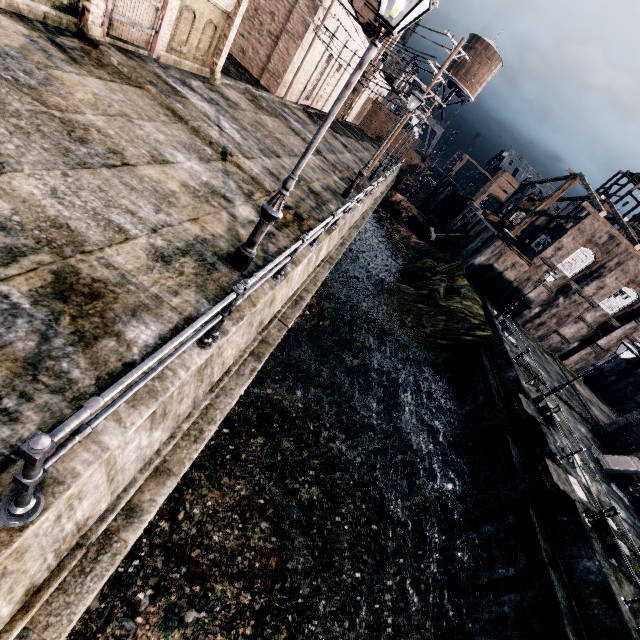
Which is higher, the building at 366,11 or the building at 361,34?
the building at 366,11

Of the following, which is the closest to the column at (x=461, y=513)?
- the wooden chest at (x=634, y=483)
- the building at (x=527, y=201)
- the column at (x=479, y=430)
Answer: the column at (x=479, y=430)

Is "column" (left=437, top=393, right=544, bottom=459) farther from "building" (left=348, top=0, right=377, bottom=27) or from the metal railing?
"building" (left=348, top=0, right=377, bottom=27)

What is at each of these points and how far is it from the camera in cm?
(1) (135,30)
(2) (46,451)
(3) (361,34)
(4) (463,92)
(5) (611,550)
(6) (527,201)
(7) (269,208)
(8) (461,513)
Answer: (1) building, 1235
(2) metal railing, 207
(3) building, 3272
(4) water tower, 5938
(5) bollard, 1255
(6) building, 5284
(7) street light, 622
(8) column, 1675

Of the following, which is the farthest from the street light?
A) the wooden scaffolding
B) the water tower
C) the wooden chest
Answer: the water tower

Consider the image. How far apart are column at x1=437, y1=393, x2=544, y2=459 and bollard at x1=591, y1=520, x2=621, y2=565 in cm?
488

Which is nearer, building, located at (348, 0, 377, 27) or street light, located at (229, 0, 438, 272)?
street light, located at (229, 0, 438, 272)
